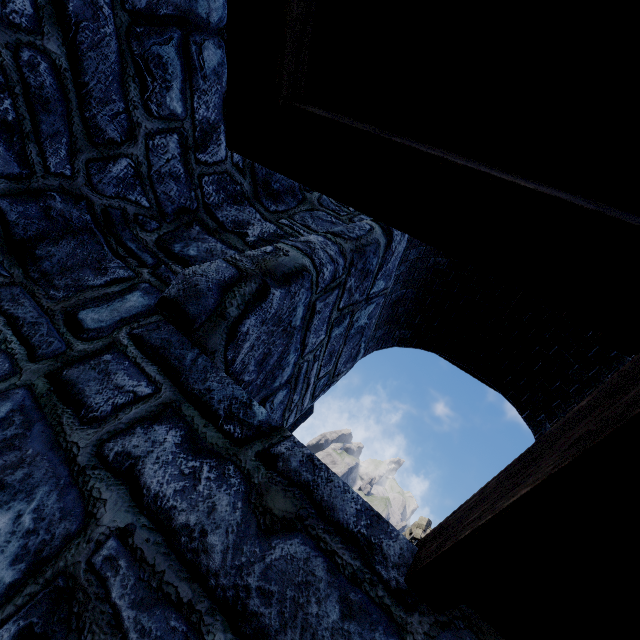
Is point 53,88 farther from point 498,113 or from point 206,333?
point 498,113
